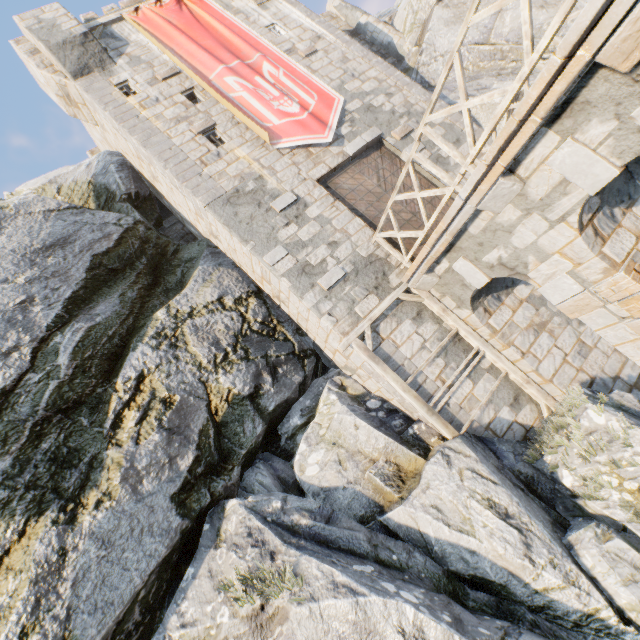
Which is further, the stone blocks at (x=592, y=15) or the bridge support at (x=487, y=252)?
the bridge support at (x=487, y=252)

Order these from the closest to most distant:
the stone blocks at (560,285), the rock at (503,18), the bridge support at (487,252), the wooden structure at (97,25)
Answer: the bridge support at (487,252), the stone blocks at (560,285), the wooden structure at (97,25), the rock at (503,18)

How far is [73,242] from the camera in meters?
8.9 m

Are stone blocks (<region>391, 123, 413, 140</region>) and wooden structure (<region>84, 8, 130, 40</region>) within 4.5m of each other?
no

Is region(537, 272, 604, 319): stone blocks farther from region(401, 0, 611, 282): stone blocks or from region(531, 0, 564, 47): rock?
region(531, 0, 564, 47): rock

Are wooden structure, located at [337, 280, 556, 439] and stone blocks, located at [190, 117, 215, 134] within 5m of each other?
no

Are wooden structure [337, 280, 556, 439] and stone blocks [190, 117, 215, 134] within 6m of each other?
no

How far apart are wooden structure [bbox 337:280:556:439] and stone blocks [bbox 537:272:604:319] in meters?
2.1
